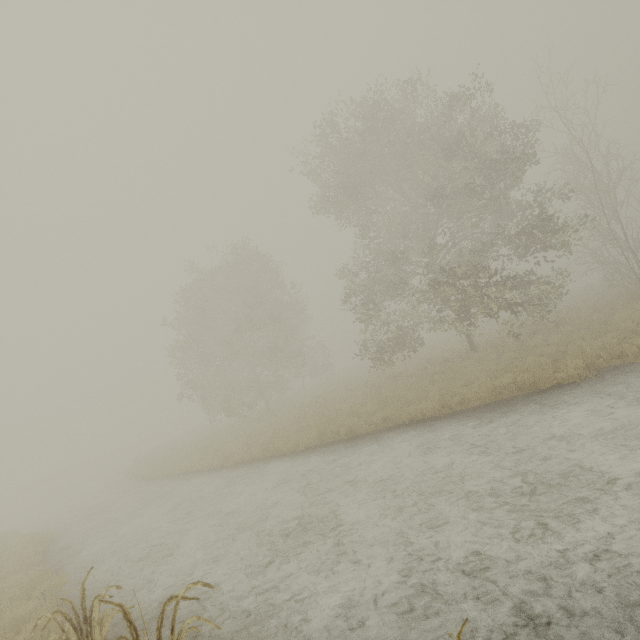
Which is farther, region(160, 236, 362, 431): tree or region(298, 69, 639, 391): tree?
region(160, 236, 362, 431): tree

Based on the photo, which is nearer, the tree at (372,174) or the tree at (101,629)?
the tree at (101,629)

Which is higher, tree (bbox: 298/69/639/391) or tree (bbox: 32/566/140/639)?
tree (bbox: 298/69/639/391)

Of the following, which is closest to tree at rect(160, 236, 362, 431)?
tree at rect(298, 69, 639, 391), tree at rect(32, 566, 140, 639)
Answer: tree at rect(298, 69, 639, 391)

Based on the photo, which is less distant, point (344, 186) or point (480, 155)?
point (480, 155)

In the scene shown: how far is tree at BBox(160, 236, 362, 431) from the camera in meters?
24.2

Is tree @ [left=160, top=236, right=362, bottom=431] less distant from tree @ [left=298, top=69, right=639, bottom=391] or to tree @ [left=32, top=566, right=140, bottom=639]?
tree @ [left=298, top=69, right=639, bottom=391]

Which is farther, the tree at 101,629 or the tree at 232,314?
the tree at 232,314
